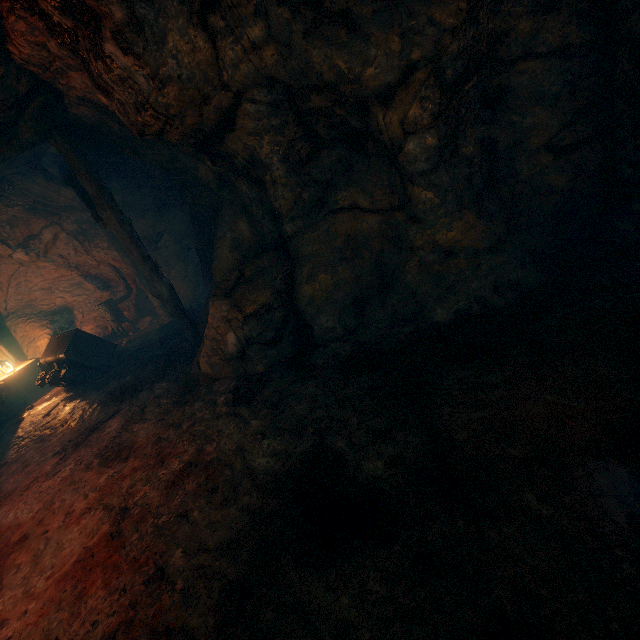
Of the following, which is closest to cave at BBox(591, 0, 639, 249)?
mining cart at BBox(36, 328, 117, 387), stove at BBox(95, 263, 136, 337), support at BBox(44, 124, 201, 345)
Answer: support at BBox(44, 124, 201, 345)

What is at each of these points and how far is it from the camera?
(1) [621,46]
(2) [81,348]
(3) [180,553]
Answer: (1) cave, 3.1 meters
(2) mining cart, 7.9 meters
(3) burlap sack, 2.6 meters

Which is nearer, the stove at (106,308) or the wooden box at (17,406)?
the wooden box at (17,406)

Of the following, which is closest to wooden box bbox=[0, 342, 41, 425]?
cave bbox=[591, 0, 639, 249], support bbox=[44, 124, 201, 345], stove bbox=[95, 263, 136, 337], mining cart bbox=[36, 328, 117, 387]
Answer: mining cart bbox=[36, 328, 117, 387]

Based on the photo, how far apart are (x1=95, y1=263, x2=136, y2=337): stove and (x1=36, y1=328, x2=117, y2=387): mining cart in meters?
1.7 m

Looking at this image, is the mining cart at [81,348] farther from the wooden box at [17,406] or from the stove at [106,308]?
the stove at [106,308]

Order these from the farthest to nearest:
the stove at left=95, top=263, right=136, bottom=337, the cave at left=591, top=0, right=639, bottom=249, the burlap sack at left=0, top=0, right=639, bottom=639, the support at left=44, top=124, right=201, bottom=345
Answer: the stove at left=95, top=263, right=136, bottom=337 < the support at left=44, top=124, right=201, bottom=345 < the cave at left=591, top=0, right=639, bottom=249 < the burlap sack at left=0, top=0, right=639, bottom=639

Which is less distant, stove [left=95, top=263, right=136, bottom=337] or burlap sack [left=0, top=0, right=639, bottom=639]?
burlap sack [left=0, top=0, right=639, bottom=639]
